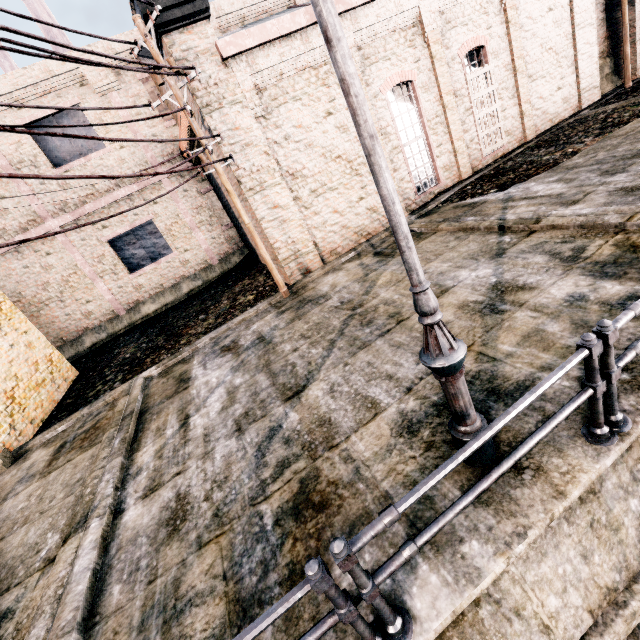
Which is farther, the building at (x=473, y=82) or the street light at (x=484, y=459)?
the building at (x=473, y=82)

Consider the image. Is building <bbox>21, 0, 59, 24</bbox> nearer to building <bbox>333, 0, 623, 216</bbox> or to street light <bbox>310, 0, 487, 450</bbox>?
building <bbox>333, 0, 623, 216</bbox>

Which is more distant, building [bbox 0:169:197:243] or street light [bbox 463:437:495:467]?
building [bbox 0:169:197:243]

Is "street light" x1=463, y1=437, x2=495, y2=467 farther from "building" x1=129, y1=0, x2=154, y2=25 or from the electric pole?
"building" x1=129, y1=0, x2=154, y2=25

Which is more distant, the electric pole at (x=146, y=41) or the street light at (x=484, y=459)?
the electric pole at (x=146, y=41)

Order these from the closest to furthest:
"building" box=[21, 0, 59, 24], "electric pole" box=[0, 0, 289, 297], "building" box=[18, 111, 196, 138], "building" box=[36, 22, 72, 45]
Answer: "electric pole" box=[0, 0, 289, 297] < "building" box=[18, 111, 196, 138] < "building" box=[21, 0, 59, 24] < "building" box=[36, 22, 72, 45]

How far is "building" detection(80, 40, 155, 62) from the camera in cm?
1454

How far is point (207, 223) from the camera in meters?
20.9 m
